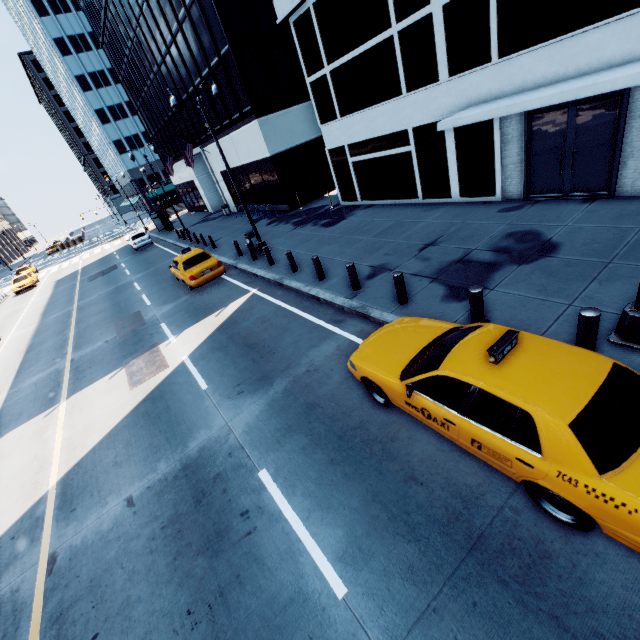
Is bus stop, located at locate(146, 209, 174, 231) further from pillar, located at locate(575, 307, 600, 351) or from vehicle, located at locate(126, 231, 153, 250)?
pillar, located at locate(575, 307, 600, 351)

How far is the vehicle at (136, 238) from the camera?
30.9 meters

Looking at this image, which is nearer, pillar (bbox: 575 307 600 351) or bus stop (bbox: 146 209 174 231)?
pillar (bbox: 575 307 600 351)

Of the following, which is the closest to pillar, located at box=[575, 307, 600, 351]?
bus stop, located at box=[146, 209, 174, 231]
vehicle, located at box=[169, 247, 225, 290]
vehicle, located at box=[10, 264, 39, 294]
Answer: vehicle, located at box=[169, 247, 225, 290]

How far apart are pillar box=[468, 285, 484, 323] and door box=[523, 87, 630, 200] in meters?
6.9

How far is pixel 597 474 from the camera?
3.2 meters

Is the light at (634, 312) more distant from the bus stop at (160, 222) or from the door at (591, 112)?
the bus stop at (160, 222)

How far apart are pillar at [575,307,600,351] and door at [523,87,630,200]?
7.17m
